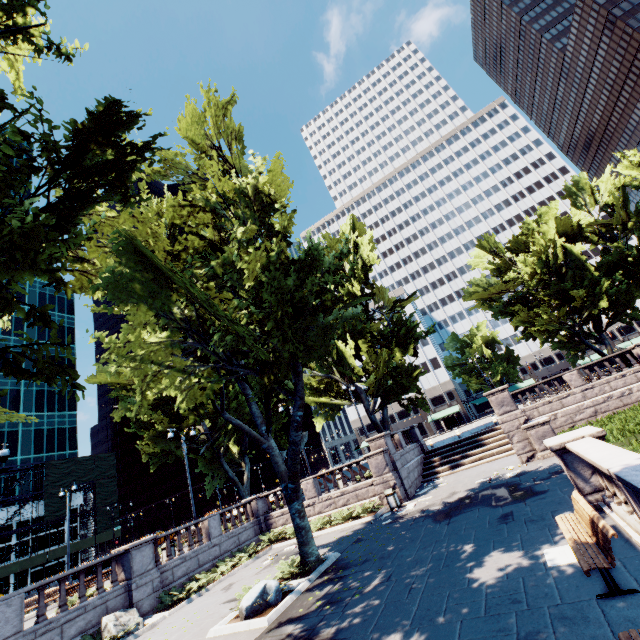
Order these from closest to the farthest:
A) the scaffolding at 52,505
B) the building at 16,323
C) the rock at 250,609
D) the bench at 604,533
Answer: the bench at 604,533 → the rock at 250,609 → the scaffolding at 52,505 → the building at 16,323

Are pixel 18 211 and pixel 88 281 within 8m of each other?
yes

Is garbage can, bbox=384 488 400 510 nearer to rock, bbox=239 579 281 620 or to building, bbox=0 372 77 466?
rock, bbox=239 579 281 620

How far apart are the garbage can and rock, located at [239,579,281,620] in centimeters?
898cm

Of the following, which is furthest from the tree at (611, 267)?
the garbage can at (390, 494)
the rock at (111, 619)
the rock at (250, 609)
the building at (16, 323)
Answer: the building at (16, 323)

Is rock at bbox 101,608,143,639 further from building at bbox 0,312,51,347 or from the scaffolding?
building at bbox 0,312,51,347

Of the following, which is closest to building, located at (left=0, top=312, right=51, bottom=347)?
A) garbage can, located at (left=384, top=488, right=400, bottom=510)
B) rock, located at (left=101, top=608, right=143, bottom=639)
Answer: rock, located at (left=101, top=608, right=143, bottom=639)

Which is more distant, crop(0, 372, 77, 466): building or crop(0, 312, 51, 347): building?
crop(0, 312, 51, 347): building
